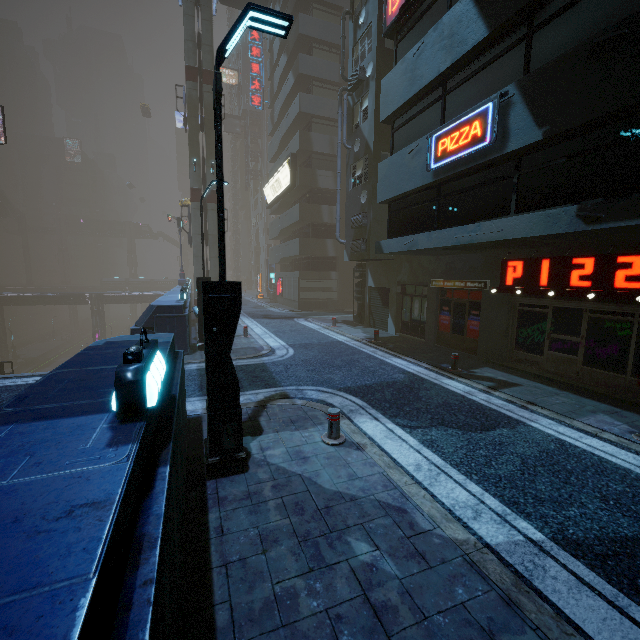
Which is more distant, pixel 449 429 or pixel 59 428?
pixel 449 429

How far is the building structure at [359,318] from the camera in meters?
20.4 m

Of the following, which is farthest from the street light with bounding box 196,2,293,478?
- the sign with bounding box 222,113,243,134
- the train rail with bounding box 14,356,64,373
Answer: the sign with bounding box 222,113,243,134

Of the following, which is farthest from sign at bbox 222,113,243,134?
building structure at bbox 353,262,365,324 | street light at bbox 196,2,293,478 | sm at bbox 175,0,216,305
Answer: street light at bbox 196,2,293,478

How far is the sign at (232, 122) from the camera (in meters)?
53.56

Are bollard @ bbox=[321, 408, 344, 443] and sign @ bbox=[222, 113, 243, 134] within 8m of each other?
no

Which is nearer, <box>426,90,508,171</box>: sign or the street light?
the street light

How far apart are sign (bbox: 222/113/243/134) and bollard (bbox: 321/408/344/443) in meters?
60.2
